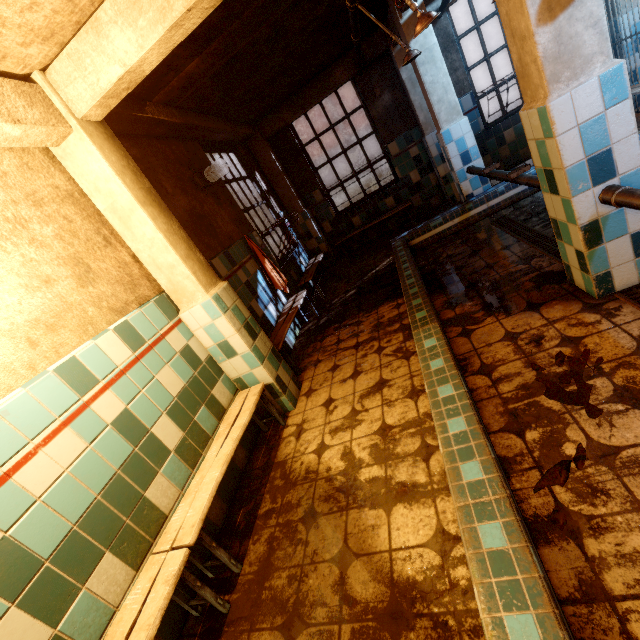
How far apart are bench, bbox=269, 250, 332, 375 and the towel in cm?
23

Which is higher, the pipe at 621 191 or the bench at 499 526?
the pipe at 621 191

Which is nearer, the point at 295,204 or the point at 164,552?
the point at 164,552

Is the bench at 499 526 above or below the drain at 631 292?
above

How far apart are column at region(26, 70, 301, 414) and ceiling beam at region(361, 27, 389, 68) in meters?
4.1

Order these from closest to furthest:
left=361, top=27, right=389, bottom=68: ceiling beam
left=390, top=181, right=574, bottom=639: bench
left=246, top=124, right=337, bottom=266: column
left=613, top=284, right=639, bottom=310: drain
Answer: left=390, top=181, right=574, bottom=639: bench, left=613, top=284, right=639, bottom=310: drain, left=361, top=27, right=389, bottom=68: ceiling beam, left=246, top=124, right=337, bottom=266: column

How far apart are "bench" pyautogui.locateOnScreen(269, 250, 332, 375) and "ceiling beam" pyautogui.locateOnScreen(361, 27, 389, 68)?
3.41m

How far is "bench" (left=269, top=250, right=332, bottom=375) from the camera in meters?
3.4
